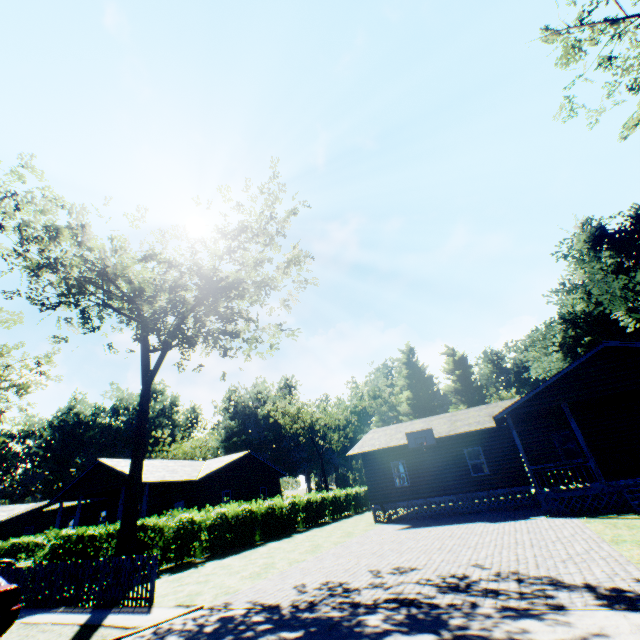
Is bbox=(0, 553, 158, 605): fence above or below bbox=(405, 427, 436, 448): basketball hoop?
below

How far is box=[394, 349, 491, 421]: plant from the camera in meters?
54.2 m

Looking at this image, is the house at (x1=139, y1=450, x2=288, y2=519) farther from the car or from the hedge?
the car

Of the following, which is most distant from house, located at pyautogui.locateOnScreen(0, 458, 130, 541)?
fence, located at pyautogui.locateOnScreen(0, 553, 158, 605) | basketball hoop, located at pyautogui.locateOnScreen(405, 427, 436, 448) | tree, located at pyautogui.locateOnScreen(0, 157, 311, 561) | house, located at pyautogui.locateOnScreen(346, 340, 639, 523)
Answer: basketball hoop, located at pyautogui.locateOnScreen(405, 427, 436, 448)

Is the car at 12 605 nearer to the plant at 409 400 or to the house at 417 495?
the plant at 409 400

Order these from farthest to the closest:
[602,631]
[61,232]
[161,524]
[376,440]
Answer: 1. [376,440]
2. [61,232]
3. [161,524]
4. [602,631]

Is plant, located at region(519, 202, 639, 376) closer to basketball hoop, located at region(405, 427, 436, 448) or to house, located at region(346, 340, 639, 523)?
house, located at region(346, 340, 639, 523)

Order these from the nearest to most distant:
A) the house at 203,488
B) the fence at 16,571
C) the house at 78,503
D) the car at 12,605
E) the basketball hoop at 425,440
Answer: the car at 12,605 < the fence at 16,571 < the basketball hoop at 425,440 < the house at 78,503 < the house at 203,488
